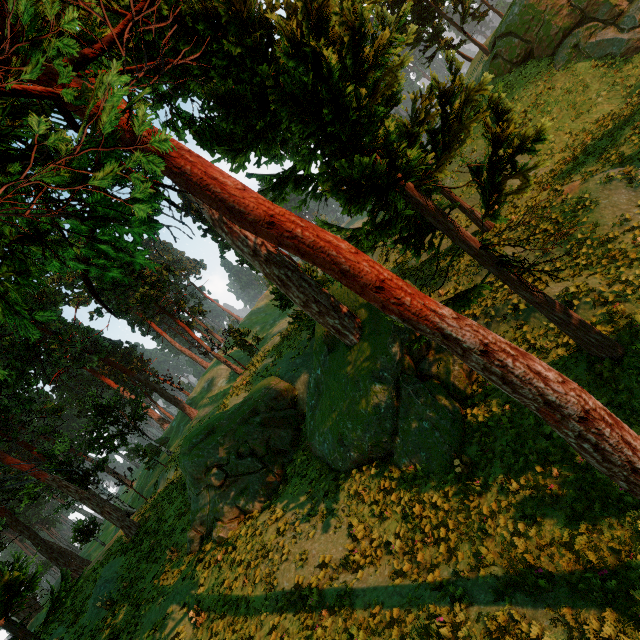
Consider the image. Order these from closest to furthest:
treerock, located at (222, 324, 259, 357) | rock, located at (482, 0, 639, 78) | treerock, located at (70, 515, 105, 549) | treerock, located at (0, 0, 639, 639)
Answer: treerock, located at (0, 0, 639, 639), rock, located at (482, 0, 639, 78), treerock, located at (222, 324, 259, 357), treerock, located at (70, 515, 105, 549)

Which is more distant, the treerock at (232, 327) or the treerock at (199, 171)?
the treerock at (232, 327)

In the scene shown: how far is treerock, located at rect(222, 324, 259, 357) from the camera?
37.7m

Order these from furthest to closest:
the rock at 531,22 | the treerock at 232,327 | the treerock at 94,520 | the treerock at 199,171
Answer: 1. the treerock at 94,520
2. the treerock at 232,327
3. the rock at 531,22
4. the treerock at 199,171

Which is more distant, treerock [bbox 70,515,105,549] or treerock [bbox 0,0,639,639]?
treerock [bbox 70,515,105,549]

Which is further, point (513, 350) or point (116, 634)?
point (116, 634)

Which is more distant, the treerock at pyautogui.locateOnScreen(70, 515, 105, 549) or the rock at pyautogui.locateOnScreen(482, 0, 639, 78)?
the treerock at pyautogui.locateOnScreen(70, 515, 105, 549)
